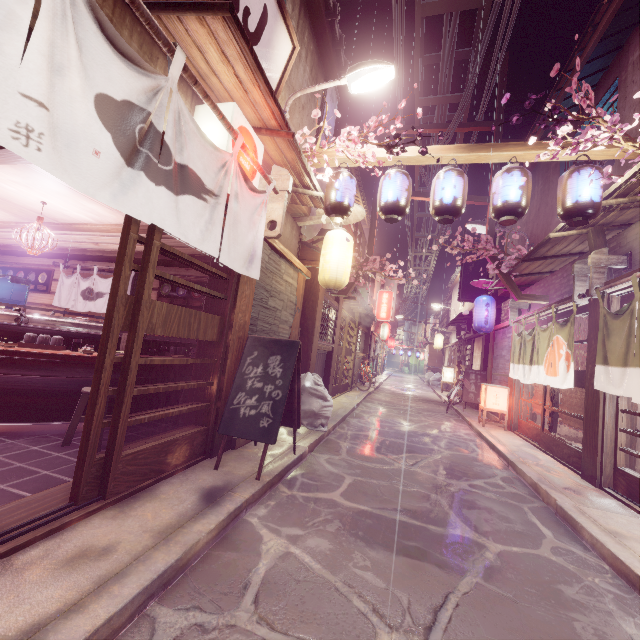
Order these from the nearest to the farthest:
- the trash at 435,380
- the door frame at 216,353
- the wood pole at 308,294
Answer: the door frame at 216,353 → the wood pole at 308,294 → the trash at 435,380

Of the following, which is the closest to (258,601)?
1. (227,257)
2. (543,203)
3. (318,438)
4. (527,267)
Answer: (227,257)

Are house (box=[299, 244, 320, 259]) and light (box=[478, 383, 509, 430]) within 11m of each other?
yes

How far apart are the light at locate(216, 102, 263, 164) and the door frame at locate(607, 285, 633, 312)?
8.6m

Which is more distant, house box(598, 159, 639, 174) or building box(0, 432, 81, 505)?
house box(598, 159, 639, 174)

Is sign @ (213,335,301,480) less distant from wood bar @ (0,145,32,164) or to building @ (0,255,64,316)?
building @ (0,255,64,316)

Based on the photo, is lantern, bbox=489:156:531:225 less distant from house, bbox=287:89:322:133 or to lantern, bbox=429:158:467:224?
lantern, bbox=429:158:467:224

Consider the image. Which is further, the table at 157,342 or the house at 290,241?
the house at 290,241
